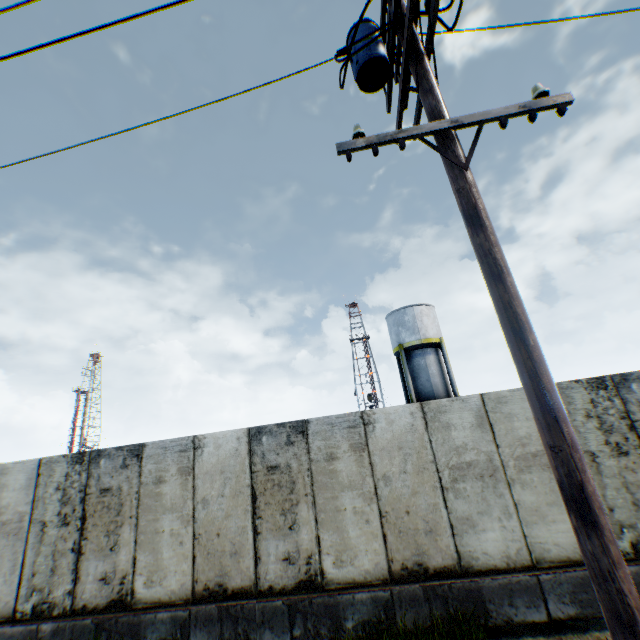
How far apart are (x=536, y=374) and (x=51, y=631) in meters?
9.4 m

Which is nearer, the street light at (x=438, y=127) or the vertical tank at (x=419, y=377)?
the street light at (x=438, y=127)

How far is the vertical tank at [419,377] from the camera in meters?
23.7 m

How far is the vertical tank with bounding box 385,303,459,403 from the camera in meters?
23.7

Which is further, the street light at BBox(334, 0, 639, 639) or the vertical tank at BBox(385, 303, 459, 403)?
the vertical tank at BBox(385, 303, 459, 403)
